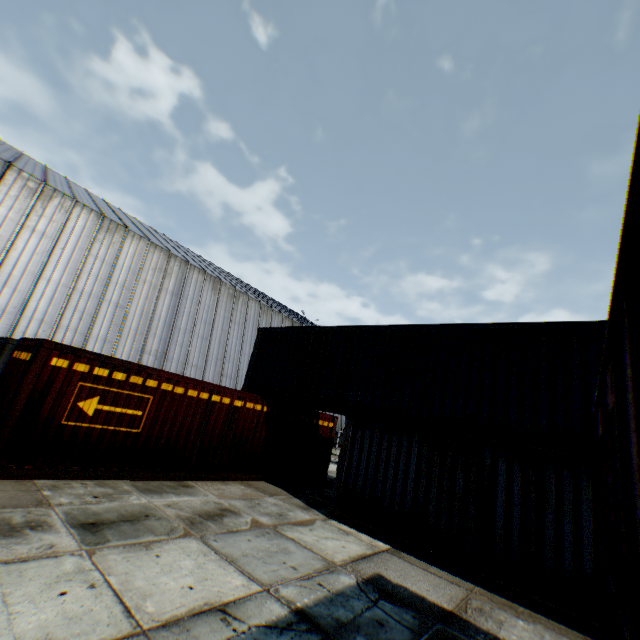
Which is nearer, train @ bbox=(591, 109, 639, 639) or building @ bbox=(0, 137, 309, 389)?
train @ bbox=(591, 109, 639, 639)

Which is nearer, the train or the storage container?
the train

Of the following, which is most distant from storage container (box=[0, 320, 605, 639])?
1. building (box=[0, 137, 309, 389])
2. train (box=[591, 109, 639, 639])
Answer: building (box=[0, 137, 309, 389])

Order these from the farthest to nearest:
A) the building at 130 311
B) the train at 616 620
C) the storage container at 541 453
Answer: the building at 130 311 < the storage container at 541 453 < the train at 616 620

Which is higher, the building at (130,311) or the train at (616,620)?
the building at (130,311)

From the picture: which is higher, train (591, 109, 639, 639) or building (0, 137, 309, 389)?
building (0, 137, 309, 389)

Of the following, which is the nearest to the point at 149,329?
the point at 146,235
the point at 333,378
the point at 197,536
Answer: the point at 146,235

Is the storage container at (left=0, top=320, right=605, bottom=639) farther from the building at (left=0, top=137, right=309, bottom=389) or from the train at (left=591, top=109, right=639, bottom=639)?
the building at (left=0, top=137, right=309, bottom=389)
